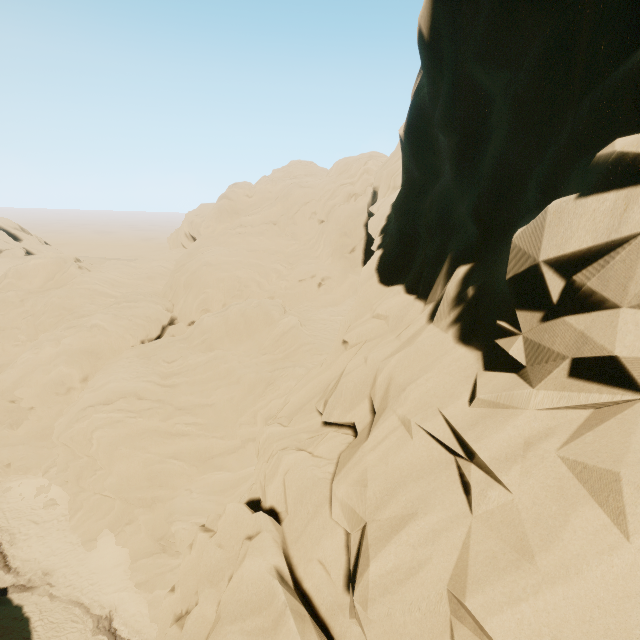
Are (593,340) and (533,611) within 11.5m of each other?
yes
